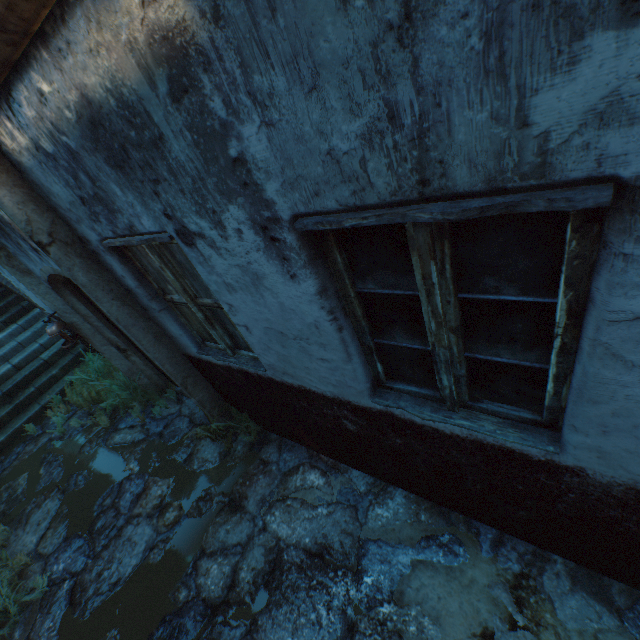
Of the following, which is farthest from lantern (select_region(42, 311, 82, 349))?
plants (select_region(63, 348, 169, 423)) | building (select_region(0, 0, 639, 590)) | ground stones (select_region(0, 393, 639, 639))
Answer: building (select_region(0, 0, 639, 590))

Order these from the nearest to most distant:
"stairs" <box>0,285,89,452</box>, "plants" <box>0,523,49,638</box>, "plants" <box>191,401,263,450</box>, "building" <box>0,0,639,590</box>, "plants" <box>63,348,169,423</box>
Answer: "building" <box>0,0,639,590</box> < "plants" <box>0,523,49,638</box> < "plants" <box>191,401,263,450</box> < "plants" <box>63,348,169,423</box> < "stairs" <box>0,285,89,452</box>

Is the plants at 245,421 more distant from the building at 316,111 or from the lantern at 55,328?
the building at 316,111

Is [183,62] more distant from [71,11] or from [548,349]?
[548,349]

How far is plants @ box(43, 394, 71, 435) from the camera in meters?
5.6 m

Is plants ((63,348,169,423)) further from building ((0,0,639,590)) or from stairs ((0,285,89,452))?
building ((0,0,639,590))

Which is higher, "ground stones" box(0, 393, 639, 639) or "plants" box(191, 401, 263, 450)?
"plants" box(191, 401, 263, 450)

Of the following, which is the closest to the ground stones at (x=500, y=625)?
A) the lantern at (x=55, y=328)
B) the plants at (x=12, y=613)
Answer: the plants at (x=12, y=613)
